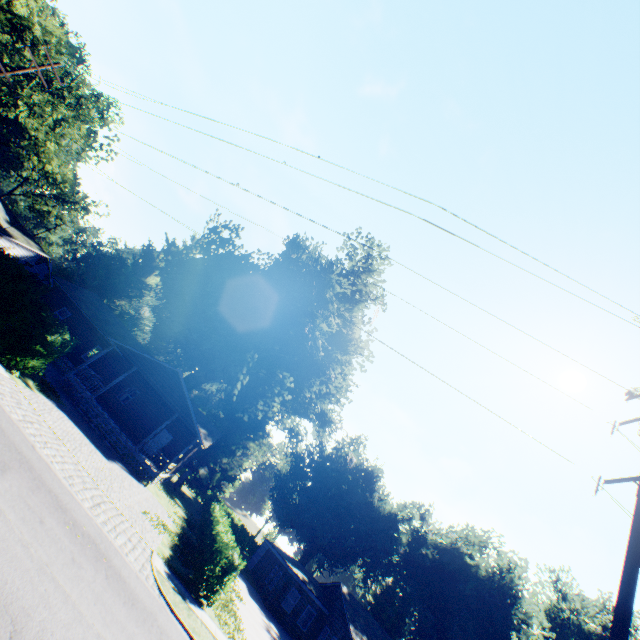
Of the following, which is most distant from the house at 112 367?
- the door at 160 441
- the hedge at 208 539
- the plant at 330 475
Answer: the plant at 330 475

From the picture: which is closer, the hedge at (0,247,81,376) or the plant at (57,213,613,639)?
the hedge at (0,247,81,376)

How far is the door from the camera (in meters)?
27.91

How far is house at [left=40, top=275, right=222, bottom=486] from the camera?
23.3 meters

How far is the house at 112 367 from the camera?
23.28m

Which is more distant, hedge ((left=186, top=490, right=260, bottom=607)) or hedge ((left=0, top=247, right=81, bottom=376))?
hedge ((left=0, top=247, right=81, bottom=376))

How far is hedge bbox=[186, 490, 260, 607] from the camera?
14.0 meters

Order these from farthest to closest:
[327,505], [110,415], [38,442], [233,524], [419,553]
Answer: [327,505] < [233,524] < [419,553] < [110,415] < [38,442]
